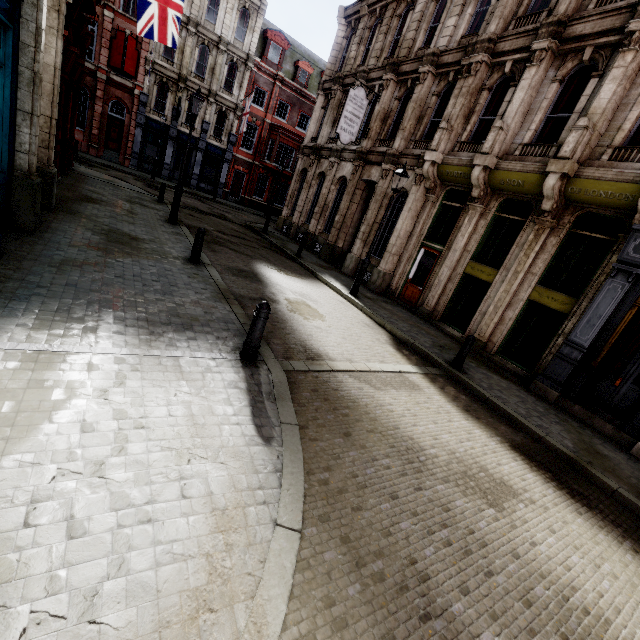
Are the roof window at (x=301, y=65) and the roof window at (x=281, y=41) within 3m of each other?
yes

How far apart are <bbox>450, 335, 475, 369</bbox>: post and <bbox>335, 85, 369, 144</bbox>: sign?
12.23m

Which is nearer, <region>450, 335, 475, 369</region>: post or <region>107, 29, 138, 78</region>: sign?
<region>450, 335, 475, 369</region>: post

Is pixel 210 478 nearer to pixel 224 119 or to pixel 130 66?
pixel 130 66

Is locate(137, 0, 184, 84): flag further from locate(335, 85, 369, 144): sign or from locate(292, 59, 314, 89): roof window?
locate(292, 59, 314, 89): roof window

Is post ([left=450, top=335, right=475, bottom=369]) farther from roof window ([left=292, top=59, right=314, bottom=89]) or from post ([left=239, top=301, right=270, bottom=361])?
roof window ([left=292, top=59, right=314, bottom=89])

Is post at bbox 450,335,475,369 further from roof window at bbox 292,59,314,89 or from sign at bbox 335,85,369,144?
roof window at bbox 292,59,314,89

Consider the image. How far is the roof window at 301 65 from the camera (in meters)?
31.66
